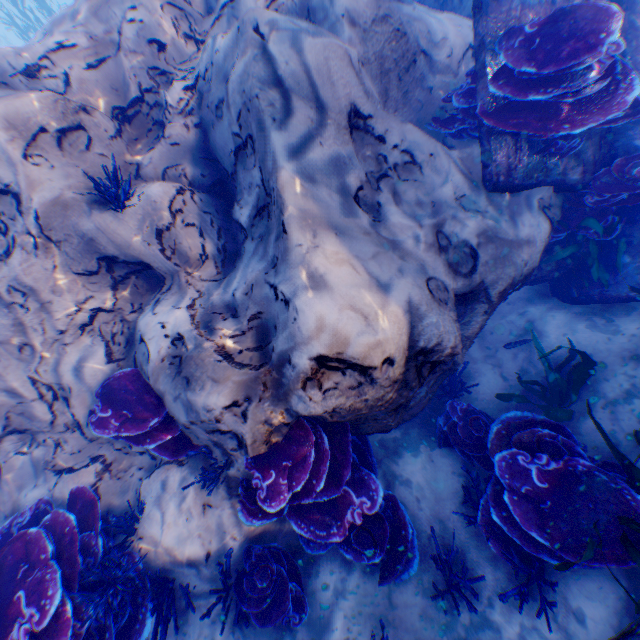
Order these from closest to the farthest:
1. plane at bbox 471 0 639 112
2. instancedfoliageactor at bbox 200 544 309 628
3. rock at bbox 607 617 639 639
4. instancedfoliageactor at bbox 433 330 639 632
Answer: rock at bbox 607 617 639 639 < instancedfoliageactor at bbox 433 330 639 632 < instancedfoliageactor at bbox 200 544 309 628 < plane at bbox 471 0 639 112

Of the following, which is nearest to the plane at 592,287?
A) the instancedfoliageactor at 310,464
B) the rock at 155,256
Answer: the rock at 155,256

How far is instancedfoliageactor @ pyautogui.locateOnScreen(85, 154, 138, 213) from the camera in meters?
3.4 m

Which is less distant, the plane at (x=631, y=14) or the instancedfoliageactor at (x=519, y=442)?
the instancedfoliageactor at (x=519, y=442)

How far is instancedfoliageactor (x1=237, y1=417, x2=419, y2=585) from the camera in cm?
322

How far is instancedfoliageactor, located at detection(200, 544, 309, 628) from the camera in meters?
3.3

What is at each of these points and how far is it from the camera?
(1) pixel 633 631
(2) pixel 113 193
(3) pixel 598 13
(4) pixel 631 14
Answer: (1) rock, 1.95m
(2) instancedfoliageactor, 3.49m
(3) instancedfoliageactor, 3.52m
(4) plane, 4.49m

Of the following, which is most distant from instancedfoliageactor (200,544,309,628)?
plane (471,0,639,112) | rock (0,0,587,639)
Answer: plane (471,0,639,112)
